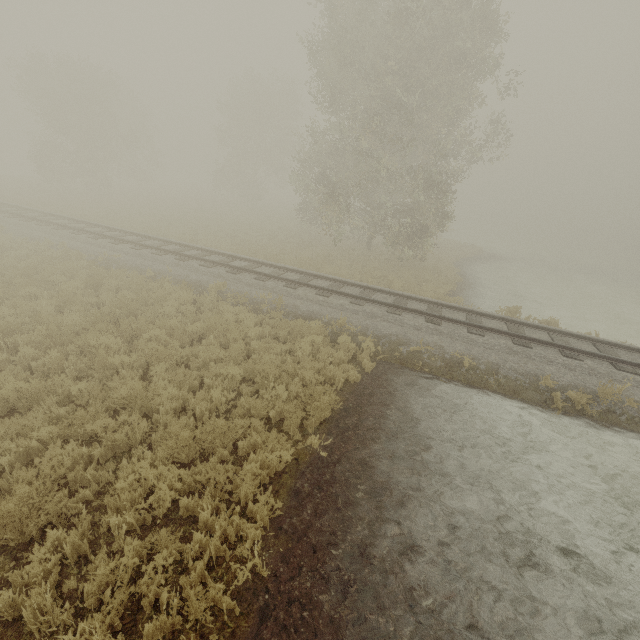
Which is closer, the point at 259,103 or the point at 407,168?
the point at 407,168
